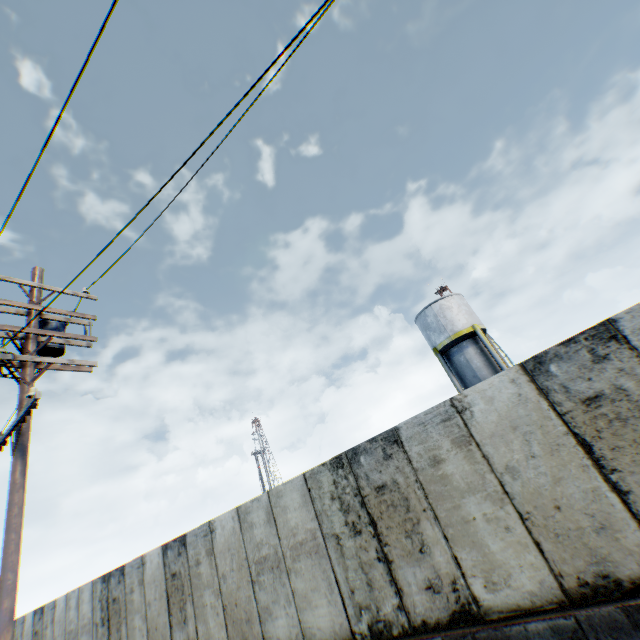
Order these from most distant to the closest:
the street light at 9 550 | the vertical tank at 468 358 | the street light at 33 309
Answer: the vertical tank at 468 358 < the street light at 33 309 < the street light at 9 550

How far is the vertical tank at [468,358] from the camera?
21.6 meters

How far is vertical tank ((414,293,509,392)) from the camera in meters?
21.6

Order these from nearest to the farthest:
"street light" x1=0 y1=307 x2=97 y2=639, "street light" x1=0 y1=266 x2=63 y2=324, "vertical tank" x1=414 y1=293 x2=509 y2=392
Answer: "street light" x1=0 y1=307 x2=97 y2=639 < "street light" x1=0 y1=266 x2=63 y2=324 < "vertical tank" x1=414 y1=293 x2=509 y2=392

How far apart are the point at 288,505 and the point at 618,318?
6.98m

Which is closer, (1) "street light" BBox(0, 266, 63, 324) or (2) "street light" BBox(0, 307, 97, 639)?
(2) "street light" BBox(0, 307, 97, 639)

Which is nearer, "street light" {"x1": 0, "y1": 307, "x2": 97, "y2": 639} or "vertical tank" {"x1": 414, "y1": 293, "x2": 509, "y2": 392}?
"street light" {"x1": 0, "y1": 307, "x2": 97, "y2": 639}
